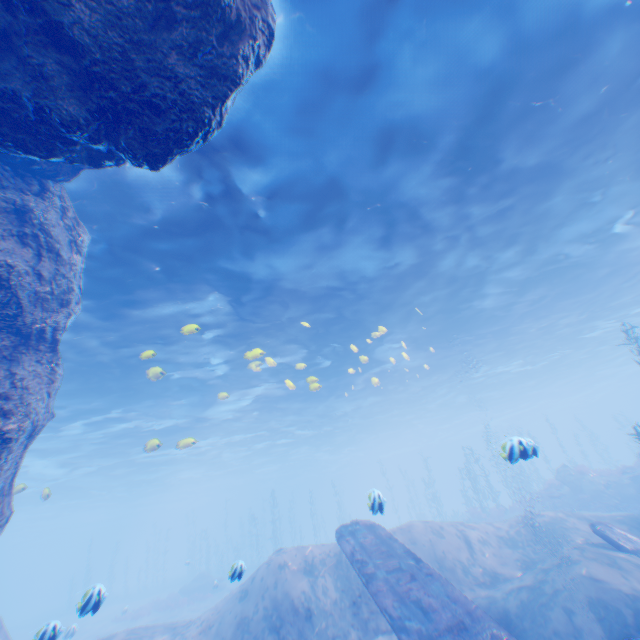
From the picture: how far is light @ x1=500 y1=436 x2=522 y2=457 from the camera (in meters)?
6.94

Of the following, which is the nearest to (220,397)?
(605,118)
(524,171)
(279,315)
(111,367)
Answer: (279,315)

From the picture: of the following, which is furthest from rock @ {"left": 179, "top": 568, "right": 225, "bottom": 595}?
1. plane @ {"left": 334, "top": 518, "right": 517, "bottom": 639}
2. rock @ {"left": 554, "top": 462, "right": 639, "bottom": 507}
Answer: rock @ {"left": 554, "top": 462, "right": 639, "bottom": 507}

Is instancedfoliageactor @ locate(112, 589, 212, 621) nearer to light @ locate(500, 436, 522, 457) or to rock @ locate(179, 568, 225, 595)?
rock @ locate(179, 568, 225, 595)

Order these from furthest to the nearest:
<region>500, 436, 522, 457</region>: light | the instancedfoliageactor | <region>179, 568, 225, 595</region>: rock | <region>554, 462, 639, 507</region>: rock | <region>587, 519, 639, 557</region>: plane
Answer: <region>179, 568, 225, 595</region>: rock, the instancedfoliageactor, <region>554, 462, 639, 507</region>: rock, <region>587, 519, 639, 557</region>: plane, <region>500, 436, 522, 457</region>: light

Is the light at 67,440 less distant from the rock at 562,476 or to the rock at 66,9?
the rock at 66,9

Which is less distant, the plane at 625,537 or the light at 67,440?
the light at 67,440

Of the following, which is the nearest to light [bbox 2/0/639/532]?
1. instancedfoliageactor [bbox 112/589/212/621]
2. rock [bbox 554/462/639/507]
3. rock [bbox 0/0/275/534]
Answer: rock [bbox 0/0/275/534]
